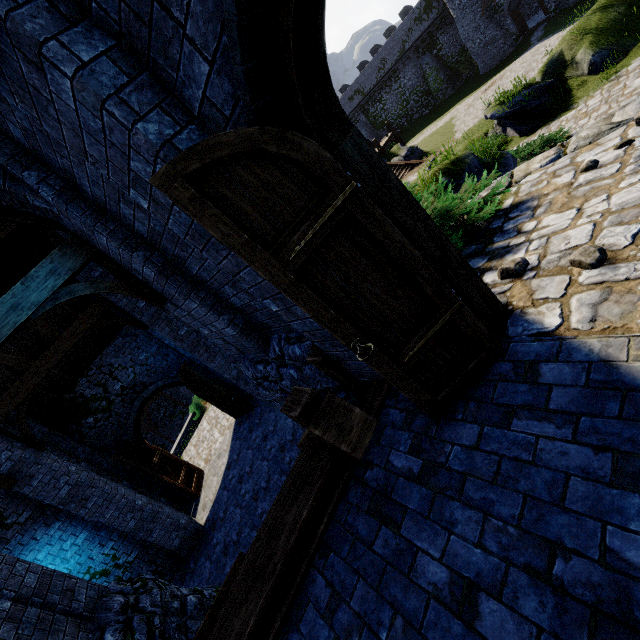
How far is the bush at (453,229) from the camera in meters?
3.9 m

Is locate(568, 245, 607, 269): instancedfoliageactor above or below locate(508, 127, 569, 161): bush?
above

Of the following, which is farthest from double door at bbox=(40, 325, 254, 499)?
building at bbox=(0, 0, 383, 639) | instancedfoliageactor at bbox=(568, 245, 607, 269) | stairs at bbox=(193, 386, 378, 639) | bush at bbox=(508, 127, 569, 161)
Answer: bush at bbox=(508, 127, 569, 161)

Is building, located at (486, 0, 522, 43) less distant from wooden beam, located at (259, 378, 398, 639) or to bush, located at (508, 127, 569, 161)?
bush, located at (508, 127, 569, 161)

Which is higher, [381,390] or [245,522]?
[381,390]

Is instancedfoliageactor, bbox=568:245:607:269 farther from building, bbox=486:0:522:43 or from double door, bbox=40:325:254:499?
building, bbox=486:0:522:43

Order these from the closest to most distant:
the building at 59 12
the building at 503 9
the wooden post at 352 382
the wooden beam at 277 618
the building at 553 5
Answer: the building at 59 12 < the wooden beam at 277 618 < the wooden post at 352 382 < the building at 553 5 < the building at 503 9

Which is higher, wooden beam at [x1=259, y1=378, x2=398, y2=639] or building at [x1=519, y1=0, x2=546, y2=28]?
wooden beam at [x1=259, y1=378, x2=398, y2=639]
